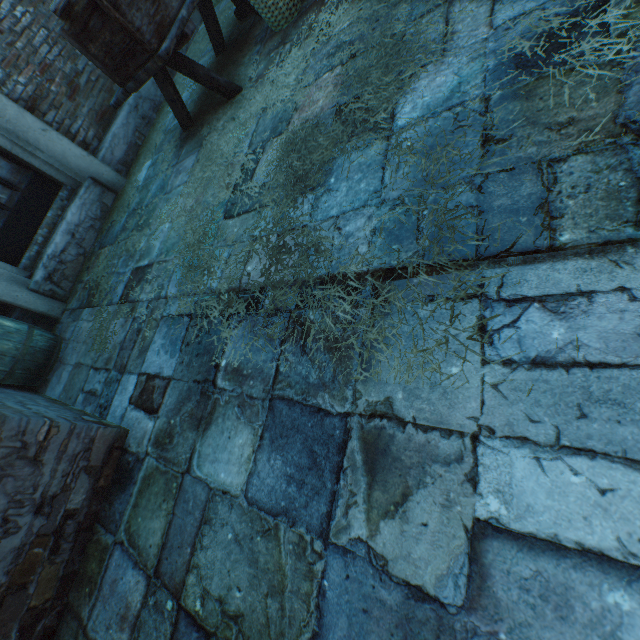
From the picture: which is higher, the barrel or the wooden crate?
the wooden crate

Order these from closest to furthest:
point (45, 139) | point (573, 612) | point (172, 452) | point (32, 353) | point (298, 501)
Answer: point (573, 612), point (298, 501), point (172, 452), point (32, 353), point (45, 139)

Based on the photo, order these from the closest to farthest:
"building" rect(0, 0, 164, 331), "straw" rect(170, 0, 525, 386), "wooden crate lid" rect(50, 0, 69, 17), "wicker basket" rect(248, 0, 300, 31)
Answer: "straw" rect(170, 0, 525, 386)
"wooden crate lid" rect(50, 0, 69, 17)
"wicker basket" rect(248, 0, 300, 31)
"building" rect(0, 0, 164, 331)

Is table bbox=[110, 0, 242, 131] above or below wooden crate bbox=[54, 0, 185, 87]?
below

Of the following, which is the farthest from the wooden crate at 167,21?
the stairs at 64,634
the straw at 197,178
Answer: the stairs at 64,634

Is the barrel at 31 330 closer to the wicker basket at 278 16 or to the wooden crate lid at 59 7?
the wooden crate lid at 59 7

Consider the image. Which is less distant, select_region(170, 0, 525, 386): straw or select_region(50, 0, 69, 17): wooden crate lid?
select_region(170, 0, 525, 386): straw

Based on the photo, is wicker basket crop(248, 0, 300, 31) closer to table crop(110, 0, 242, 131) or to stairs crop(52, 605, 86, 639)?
table crop(110, 0, 242, 131)
